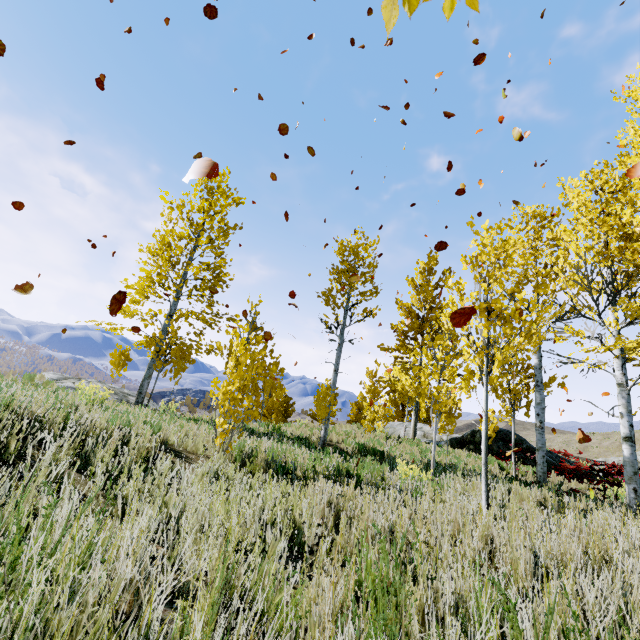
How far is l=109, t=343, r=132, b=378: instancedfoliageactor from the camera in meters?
13.1

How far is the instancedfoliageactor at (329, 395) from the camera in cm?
982

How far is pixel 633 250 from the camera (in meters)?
6.23

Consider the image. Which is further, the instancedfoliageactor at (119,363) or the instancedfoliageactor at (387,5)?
the instancedfoliageactor at (119,363)

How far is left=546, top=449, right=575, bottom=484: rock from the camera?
11.79m

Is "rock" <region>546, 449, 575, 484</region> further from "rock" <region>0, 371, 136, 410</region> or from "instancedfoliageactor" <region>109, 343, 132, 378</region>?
"rock" <region>0, 371, 136, 410</region>
